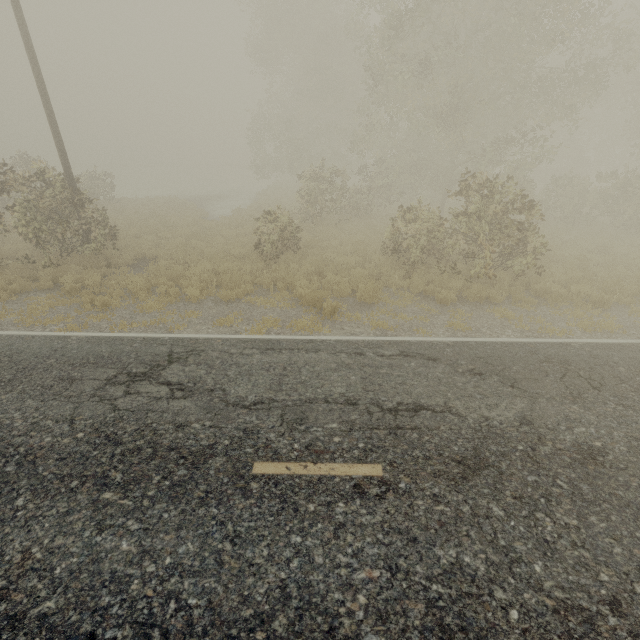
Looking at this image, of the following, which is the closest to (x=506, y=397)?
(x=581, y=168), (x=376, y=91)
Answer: (x=376, y=91)
